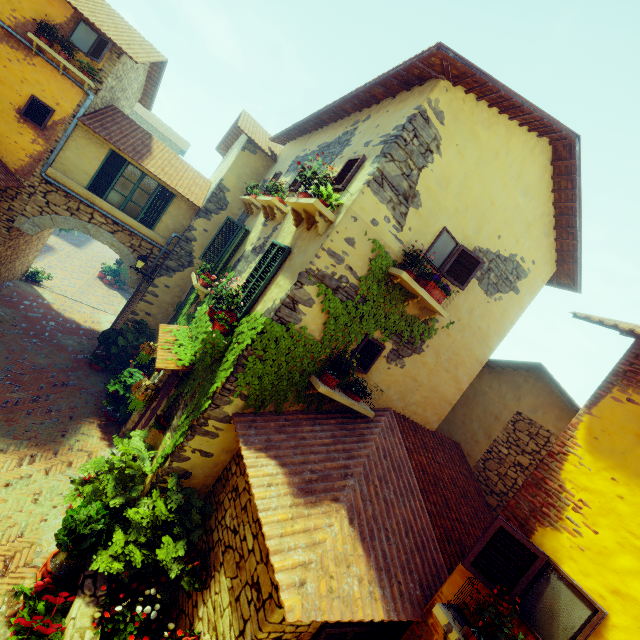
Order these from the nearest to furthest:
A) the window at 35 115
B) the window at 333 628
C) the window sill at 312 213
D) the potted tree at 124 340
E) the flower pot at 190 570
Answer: the window at 333 628 → the flower pot at 190 570 → the window sill at 312 213 → the window at 35 115 → the potted tree at 124 340

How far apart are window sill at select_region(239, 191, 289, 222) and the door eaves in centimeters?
356cm

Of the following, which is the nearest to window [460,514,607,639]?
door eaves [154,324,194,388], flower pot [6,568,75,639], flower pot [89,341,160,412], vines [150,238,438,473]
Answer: vines [150,238,438,473]

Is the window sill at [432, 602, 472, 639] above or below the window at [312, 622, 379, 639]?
above

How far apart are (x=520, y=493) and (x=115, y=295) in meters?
22.5

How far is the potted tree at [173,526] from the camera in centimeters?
477cm

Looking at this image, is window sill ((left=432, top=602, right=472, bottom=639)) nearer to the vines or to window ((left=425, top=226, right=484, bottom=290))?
window ((left=425, top=226, right=484, bottom=290))

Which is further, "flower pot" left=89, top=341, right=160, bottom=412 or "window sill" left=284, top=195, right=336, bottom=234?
"flower pot" left=89, top=341, right=160, bottom=412
